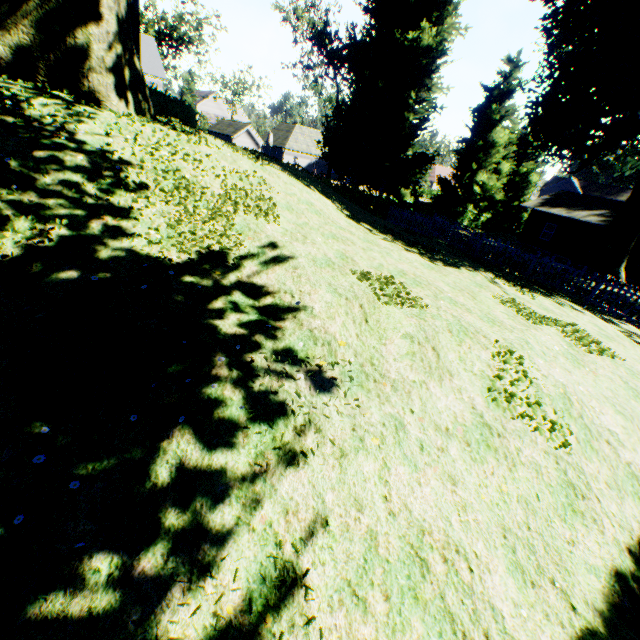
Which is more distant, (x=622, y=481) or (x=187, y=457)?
(x=622, y=481)

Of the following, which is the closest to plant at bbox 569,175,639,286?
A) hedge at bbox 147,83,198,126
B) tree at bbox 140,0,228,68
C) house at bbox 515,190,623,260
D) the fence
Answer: the fence

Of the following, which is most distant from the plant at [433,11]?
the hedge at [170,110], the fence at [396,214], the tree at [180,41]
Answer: the hedge at [170,110]

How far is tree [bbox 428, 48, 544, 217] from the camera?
32.1 meters

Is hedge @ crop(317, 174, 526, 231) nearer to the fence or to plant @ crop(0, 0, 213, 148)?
the fence

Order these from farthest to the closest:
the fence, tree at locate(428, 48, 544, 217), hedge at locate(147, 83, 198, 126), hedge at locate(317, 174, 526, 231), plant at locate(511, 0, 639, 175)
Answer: tree at locate(428, 48, 544, 217) < hedge at locate(317, 174, 526, 231) < plant at locate(511, 0, 639, 175) < hedge at locate(147, 83, 198, 126) < the fence
